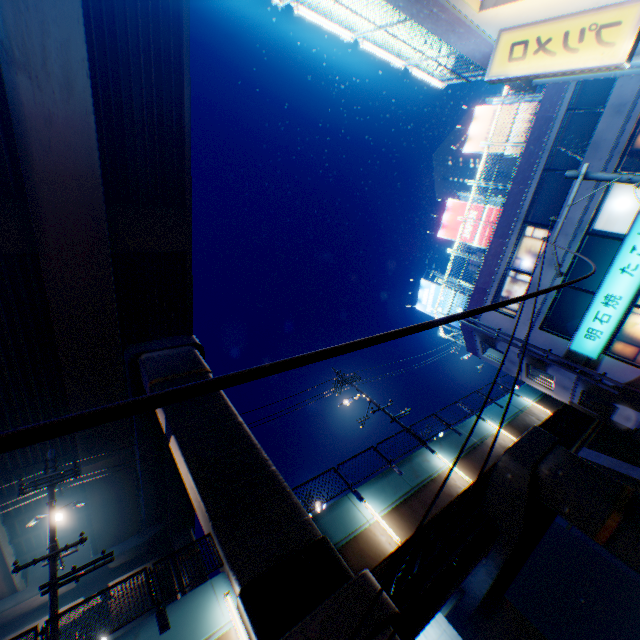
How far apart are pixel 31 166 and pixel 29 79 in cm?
299

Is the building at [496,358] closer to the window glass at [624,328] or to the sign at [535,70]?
the window glass at [624,328]

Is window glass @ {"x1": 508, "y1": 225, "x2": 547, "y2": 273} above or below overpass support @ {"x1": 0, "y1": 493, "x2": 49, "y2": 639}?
below

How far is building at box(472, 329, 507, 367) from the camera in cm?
2039

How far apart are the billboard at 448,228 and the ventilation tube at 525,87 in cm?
1288

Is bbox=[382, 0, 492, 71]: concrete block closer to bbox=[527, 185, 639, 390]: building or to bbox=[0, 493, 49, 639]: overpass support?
bbox=[527, 185, 639, 390]: building

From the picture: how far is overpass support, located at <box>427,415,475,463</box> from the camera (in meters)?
16.05

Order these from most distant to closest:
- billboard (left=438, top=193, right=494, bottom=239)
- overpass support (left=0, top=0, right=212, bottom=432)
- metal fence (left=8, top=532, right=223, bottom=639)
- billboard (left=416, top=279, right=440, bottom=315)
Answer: billboard (left=416, top=279, right=440, bottom=315)
billboard (left=438, top=193, right=494, bottom=239)
overpass support (left=0, top=0, right=212, bottom=432)
metal fence (left=8, top=532, right=223, bottom=639)
